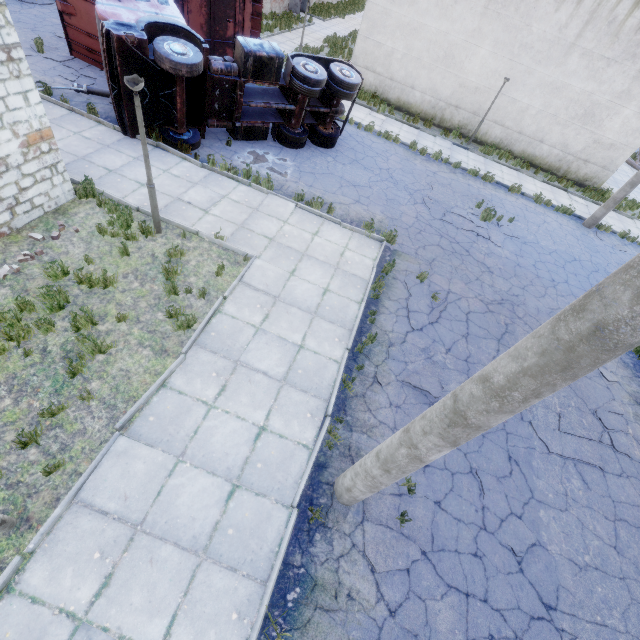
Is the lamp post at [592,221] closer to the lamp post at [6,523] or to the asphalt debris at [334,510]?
the asphalt debris at [334,510]

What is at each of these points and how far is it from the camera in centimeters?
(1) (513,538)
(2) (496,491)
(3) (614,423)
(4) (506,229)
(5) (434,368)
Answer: (1) asphalt debris, 573cm
(2) asphalt debris, 617cm
(3) asphalt debris, 806cm
(4) asphalt debris, 1320cm
(5) asphalt debris, 765cm

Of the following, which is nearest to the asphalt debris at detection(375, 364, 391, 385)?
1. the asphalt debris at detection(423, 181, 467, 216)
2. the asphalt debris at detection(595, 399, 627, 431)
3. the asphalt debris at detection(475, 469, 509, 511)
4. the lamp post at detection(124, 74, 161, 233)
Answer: the asphalt debris at detection(475, 469, 509, 511)

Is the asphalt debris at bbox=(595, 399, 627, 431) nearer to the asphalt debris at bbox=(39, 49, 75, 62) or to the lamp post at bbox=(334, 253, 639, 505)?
the lamp post at bbox=(334, 253, 639, 505)

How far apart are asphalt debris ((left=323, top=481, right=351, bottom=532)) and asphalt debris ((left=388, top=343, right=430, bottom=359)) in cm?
282

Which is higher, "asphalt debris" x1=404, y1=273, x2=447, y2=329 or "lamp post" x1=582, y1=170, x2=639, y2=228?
"lamp post" x1=582, y1=170, x2=639, y2=228

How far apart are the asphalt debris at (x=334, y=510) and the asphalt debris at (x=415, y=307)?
4.5m

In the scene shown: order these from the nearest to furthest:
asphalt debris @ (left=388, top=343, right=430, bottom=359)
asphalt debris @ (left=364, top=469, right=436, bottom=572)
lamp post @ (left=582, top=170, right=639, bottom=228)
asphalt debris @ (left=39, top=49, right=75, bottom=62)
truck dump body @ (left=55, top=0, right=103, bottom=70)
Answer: asphalt debris @ (left=364, top=469, right=436, bottom=572) → asphalt debris @ (left=388, top=343, right=430, bottom=359) → truck dump body @ (left=55, top=0, right=103, bottom=70) → asphalt debris @ (left=39, top=49, right=75, bottom=62) → lamp post @ (left=582, top=170, right=639, bottom=228)
